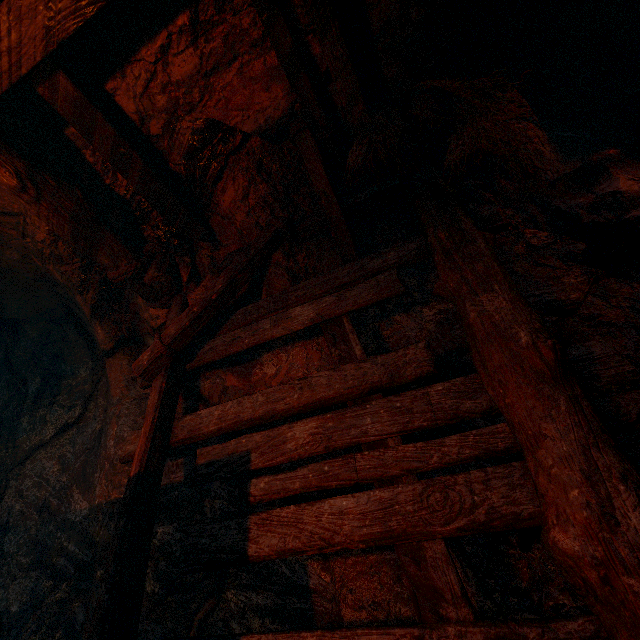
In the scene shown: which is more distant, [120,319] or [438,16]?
[120,319]
